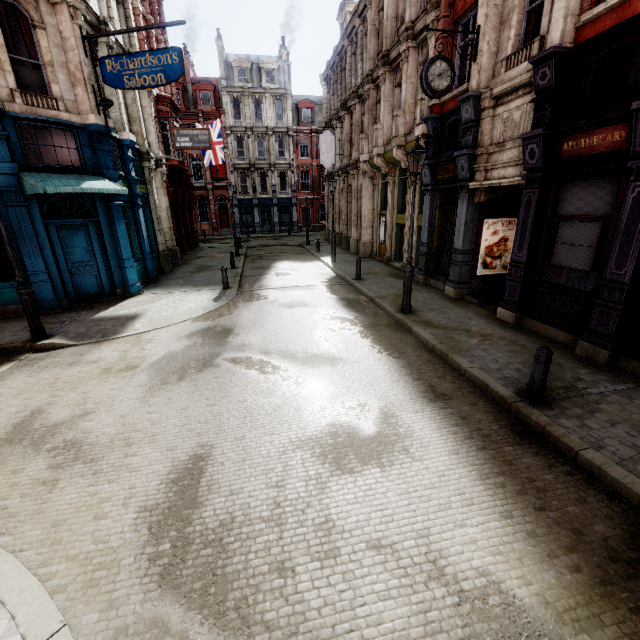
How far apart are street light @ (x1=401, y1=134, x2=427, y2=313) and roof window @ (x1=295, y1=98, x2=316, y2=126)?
37.6 meters

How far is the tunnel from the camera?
10.27m

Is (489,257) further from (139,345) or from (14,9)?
(14,9)

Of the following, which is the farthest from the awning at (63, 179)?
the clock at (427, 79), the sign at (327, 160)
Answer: the sign at (327, 160)

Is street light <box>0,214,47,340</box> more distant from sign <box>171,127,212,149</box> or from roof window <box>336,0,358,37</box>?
roof window <box>336,0,358,37</box>

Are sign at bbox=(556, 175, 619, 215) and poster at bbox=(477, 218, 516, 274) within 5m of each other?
yes

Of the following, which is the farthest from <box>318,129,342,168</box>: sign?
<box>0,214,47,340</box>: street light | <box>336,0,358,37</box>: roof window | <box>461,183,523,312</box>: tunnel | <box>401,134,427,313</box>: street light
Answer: <box>0,214,47,340</box>: street light

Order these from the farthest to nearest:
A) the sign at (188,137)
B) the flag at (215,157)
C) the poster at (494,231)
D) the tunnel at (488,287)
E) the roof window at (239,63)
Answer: the roof window at (239,63), the flag at (215,157), the sign at (188,137), the poster at (494,231), the tunnel at (488,287)
